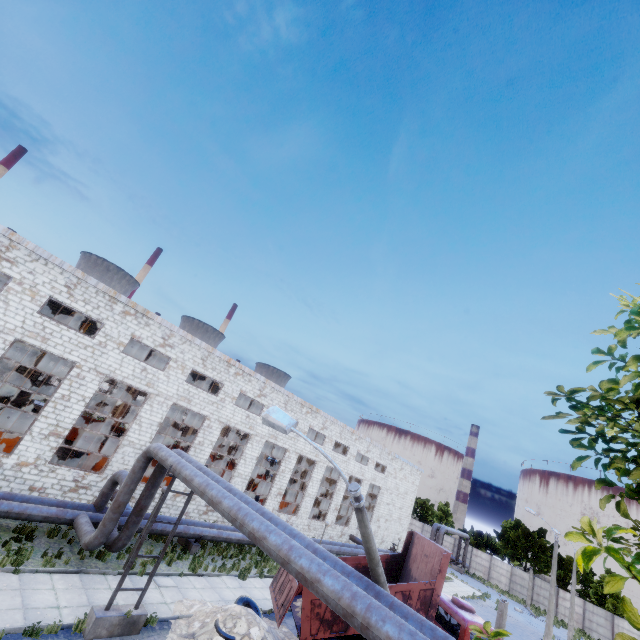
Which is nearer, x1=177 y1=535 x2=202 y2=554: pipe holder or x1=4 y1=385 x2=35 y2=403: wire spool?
x1=177 y1=535 x2=202 y2=554: pipe holder

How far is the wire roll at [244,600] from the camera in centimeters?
1379cm

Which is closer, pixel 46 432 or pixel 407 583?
pixel 407 583

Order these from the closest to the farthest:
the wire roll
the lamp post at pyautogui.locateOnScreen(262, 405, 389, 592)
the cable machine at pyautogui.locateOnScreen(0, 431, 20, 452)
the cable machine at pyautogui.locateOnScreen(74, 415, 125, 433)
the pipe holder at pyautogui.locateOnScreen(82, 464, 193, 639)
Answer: the lamp post at pyautogui.locateOnScreen(262, 405, 389, 592) → the pipe holder at pyautogui.locateOnScreen(82, 464, 193, 639) → the wire roll → the cable machine at pyautogui.locateOnScreen(0, 431, 20, 452) → the cable machine at pyautogui.locateOnScreen(74, 415, 125, 433)

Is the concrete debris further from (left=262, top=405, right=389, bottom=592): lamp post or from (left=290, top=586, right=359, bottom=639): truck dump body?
(left=262, top=405, right=389, bottom=592): lamp post

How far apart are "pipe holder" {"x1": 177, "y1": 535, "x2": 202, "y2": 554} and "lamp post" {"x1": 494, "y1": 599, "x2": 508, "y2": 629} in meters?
15.0 m

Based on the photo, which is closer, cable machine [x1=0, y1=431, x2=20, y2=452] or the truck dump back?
the truck dump back

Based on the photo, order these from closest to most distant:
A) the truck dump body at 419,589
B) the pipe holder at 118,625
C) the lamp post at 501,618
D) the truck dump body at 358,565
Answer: the pipe holder at 118,625 < the truck dump body at 419,589 < the lamp post at 501,618 < the truck dump body at 358,565
